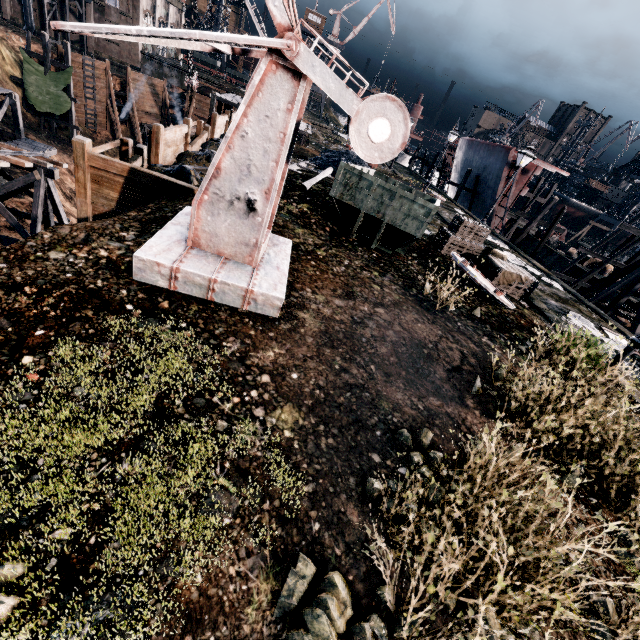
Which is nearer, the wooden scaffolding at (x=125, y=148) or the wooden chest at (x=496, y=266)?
the wooden scaffolding at (x=125, y=148)

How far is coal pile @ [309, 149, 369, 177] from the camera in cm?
2317

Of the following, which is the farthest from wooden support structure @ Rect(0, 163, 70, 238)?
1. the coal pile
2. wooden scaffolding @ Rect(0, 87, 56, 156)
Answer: the coal pile

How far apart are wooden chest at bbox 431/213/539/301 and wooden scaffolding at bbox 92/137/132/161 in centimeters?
1673cm

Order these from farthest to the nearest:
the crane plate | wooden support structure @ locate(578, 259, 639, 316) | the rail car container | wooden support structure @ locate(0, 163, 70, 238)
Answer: wooden support structure @ locate(578, 259, 639, 316) → wooden support structure @ locate(0, 163, 70, 238) → the crane plate → the rail car container

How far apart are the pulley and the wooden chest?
Result: 30.77m

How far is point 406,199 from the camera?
10.45m

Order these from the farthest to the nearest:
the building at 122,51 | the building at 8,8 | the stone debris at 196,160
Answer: the building at 122,51 < the building at 8,8 < the stone debris at 196,160
